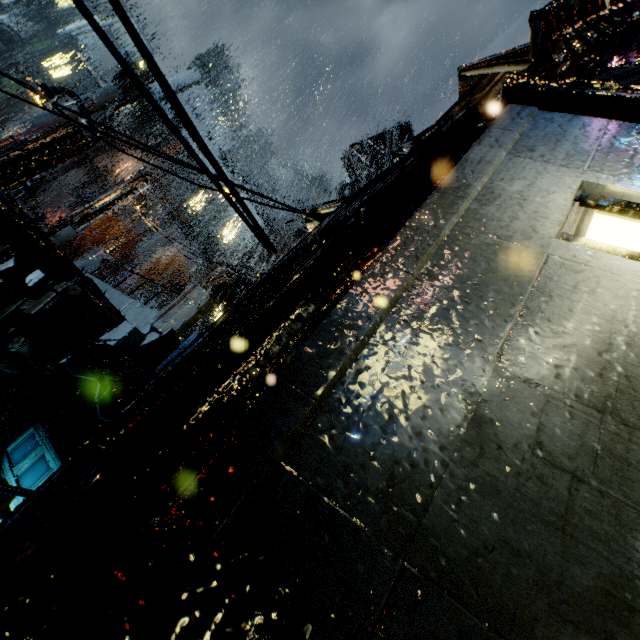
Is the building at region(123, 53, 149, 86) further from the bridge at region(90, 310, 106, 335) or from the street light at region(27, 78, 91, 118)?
the street light at region(27, 78, 91, 118)

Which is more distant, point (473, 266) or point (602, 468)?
point (473, 266)

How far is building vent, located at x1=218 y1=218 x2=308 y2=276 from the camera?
24.1m

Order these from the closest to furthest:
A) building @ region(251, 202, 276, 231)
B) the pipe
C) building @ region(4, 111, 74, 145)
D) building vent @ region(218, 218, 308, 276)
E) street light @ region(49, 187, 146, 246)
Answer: street light @ region(49, 187, 146, 246), building vent @ region(218, 218, 308, 276), the pipe, building @ region(251, 202, 276, 231), building @ region(4, 111, 74, 145)

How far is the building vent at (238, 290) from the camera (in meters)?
22.03

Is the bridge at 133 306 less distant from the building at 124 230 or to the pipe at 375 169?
the building at 124 230

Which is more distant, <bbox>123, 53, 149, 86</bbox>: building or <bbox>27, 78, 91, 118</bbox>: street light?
<bbox>123, 53, 149, 86</bbox>: building
